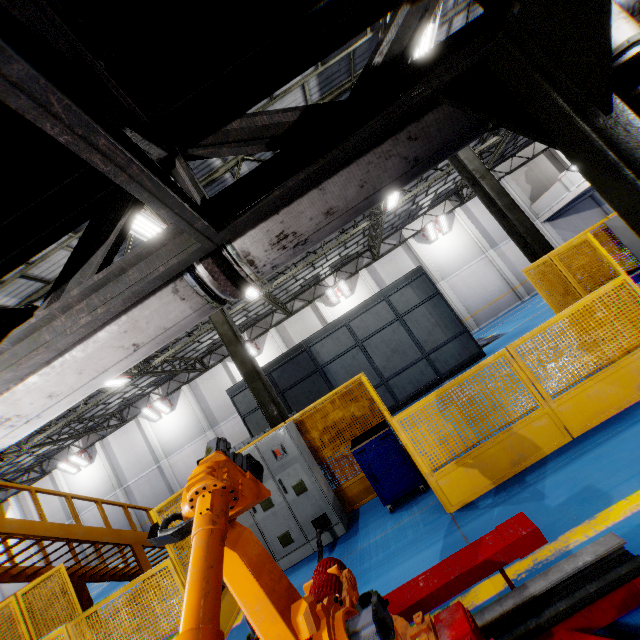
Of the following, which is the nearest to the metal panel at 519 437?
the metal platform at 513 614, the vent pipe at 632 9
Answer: the metal platform at 513 614

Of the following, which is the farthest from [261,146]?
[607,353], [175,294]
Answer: [607,353]

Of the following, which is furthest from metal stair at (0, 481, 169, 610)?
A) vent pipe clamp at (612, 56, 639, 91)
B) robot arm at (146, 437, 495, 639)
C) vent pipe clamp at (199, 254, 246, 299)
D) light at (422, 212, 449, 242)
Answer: light at (422, 212, 449, 242)

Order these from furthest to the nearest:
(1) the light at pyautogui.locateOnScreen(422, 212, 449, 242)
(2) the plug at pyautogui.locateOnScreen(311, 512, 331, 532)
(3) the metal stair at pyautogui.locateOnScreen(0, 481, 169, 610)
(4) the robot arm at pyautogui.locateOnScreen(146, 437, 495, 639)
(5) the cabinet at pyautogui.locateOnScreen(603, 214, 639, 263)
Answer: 1. (1) the light at pyautogui.locateOnScreen(422, 212, 449, 242)
2. (3) the metal stair at pyautogui.locateOnScreen(0, 481, 169, 610)
3. (5) the cabinet at pyautogui.locateOnScreen(603, 214, 639, 263)
4. (2) the plug at pyautogui.locateOnScreen(311, 512, 331, 532)
5. (4) the robot arm at pyautogui.locateOnScreen(146, 437, 495, 639)

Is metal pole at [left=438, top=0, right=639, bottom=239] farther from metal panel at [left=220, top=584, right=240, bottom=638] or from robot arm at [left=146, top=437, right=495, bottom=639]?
metal panel at [left=220, top=584, right=240, bottom=638]

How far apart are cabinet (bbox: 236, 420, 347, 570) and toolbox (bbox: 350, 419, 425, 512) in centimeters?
84cm

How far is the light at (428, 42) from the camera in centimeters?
683cm

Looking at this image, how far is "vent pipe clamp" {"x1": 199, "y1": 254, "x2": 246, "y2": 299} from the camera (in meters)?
1.80
